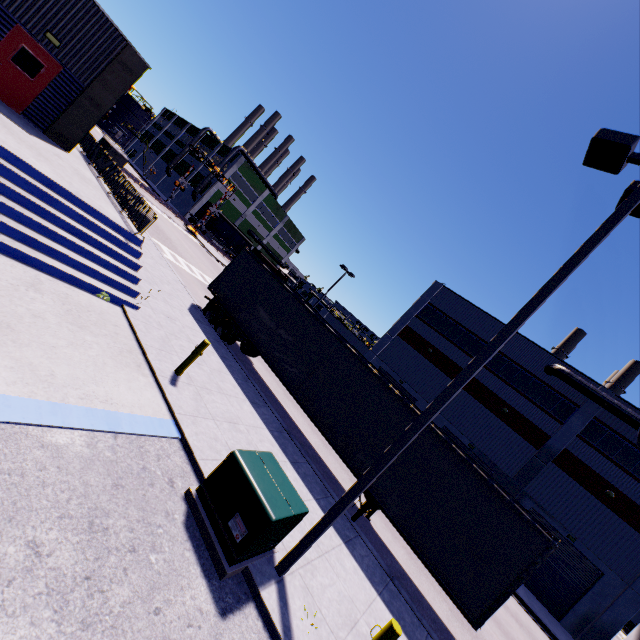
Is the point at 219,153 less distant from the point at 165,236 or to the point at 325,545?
the point at 165,236

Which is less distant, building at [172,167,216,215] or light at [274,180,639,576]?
light at [274,180,639,576]

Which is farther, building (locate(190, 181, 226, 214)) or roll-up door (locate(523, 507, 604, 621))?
building (locate(190, 181, 226, 214))

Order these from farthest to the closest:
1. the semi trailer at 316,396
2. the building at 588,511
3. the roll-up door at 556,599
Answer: Answer: the roll-up door at 556,599 < the building at 588,511 < the semi trailer at 316,396

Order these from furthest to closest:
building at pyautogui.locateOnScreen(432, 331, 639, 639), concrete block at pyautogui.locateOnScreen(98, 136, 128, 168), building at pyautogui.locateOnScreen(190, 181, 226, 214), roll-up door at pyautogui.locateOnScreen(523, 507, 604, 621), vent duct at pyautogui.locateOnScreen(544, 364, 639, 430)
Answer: building at pyautogui.locateOnScreen(190, 181, 226, 214), vent duct at pyautogui.locateOnScreen(544, 364, 639, 430), roll-up door at pyautogui.locateOnScreen(523, 507, 604, 621), building at pyautogui.locateOnScreen(432, 331, 639, 639), concrete block at pyautogui.locateOnScreen(98, 136, 128, 168)

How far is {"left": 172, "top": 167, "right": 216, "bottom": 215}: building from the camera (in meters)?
56.53

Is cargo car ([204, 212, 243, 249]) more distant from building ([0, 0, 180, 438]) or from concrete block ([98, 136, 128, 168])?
concrete block ([98, 136, 128, 168])

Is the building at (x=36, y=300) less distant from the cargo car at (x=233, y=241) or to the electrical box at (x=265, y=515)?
the cargo car at (x=233, y=241)
